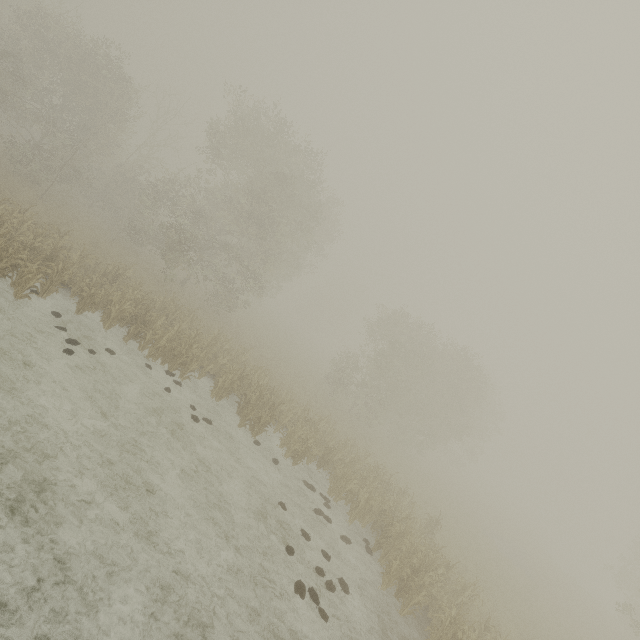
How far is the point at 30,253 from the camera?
12.5 meters
